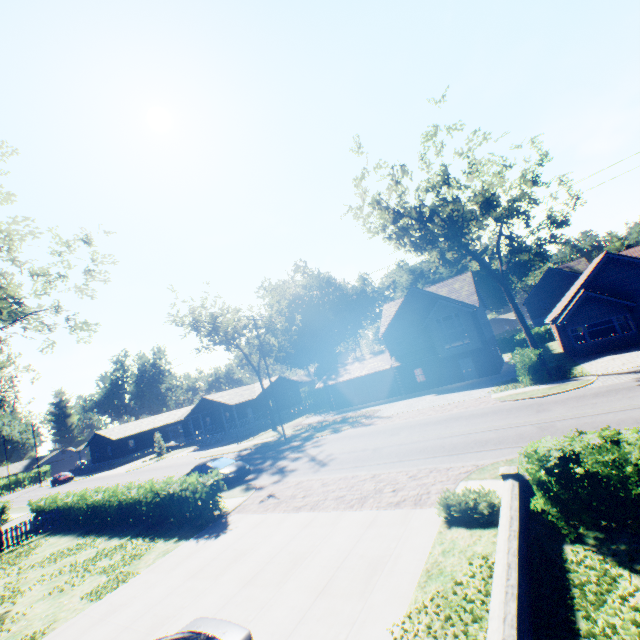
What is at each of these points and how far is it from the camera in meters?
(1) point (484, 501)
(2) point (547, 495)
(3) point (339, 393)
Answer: (1) hedge, 8.4 m
(2) hedge, 6.9 m
(3) garage door, 40.9 m

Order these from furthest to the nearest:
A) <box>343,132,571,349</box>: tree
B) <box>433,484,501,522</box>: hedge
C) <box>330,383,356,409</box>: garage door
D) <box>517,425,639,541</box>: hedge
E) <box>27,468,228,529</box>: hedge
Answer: <box>330,383,356,409</box>: garage door, <box>343,132,571,349</box>: tree, <box>27,468,228,529</box>: hedge, <box>433,484,501,522</box>: hedge, <box>517,425,639,541</box>: hedge

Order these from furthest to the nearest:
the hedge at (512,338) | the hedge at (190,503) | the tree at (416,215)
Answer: the hedge at (512,338)
the tree at (416,215)
the hedge at (190,503)

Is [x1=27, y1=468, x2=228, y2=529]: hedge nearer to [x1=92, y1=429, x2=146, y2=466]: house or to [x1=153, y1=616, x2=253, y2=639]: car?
[x1=153, y1=616, x2=253, y2=639]: car

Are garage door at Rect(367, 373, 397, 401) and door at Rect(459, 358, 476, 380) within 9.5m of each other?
yes

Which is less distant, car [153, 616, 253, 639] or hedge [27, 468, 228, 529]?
car [153, 616, 253, 639]

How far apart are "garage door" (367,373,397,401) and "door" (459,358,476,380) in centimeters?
742cm

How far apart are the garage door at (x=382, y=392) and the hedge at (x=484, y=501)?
28.0m
